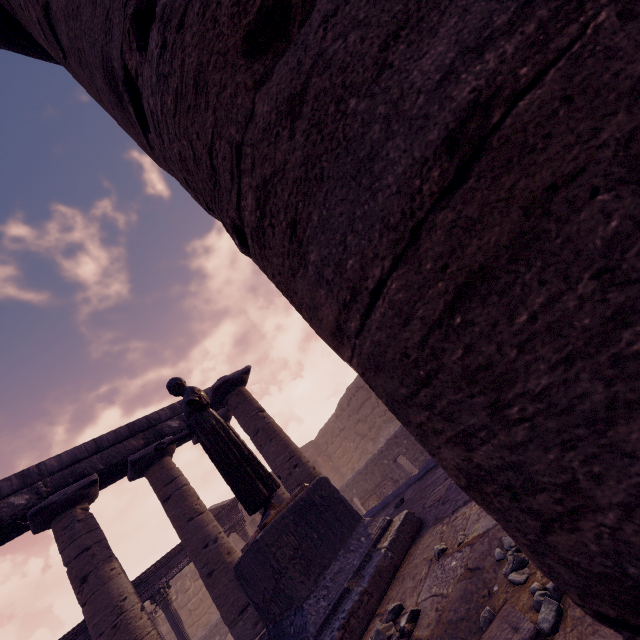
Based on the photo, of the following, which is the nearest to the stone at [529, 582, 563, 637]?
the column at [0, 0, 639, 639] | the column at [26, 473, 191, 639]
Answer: the column at [0, 0, 639, 639]

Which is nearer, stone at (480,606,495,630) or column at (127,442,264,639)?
stone at (480,606,495,630)

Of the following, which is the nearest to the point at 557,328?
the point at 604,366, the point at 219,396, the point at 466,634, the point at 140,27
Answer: the point at 604,366

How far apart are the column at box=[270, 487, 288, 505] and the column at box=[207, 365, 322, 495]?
0.64m

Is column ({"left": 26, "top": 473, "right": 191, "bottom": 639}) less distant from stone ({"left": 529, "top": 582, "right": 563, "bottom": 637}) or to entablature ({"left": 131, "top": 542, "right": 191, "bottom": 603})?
entablature ({"left": 131, "top": 542, "right": 191, "bottom": 603})

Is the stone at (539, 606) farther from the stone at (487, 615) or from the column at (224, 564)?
the column at (224, 564)

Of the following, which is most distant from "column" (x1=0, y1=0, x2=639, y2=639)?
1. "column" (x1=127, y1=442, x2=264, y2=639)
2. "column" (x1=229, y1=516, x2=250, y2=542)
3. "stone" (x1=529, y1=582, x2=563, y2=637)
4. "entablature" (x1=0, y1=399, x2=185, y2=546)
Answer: "column" (x1=229, y1=516, x2=250, y2=542)

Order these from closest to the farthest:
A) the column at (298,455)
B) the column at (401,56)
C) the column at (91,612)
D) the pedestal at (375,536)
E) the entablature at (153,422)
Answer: the column at (401,56) → the pedestal at (375,536) → the column at (91,612) → the entablature at (153,422) → the column at (298,455)
